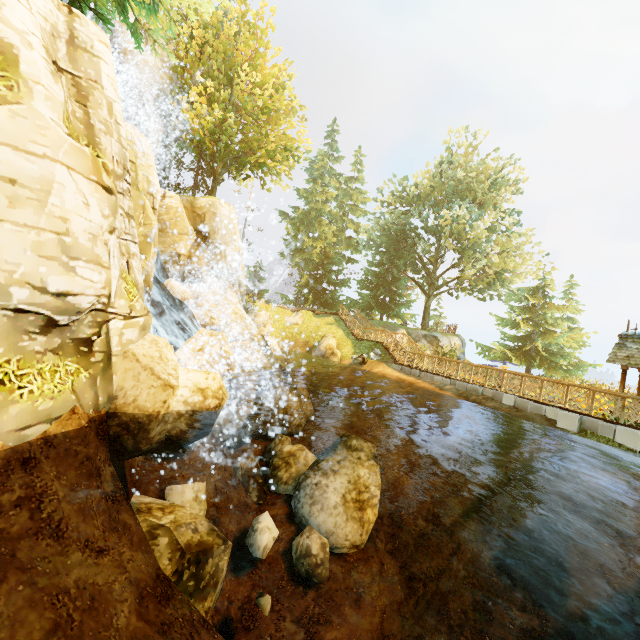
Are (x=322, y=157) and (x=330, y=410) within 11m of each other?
no

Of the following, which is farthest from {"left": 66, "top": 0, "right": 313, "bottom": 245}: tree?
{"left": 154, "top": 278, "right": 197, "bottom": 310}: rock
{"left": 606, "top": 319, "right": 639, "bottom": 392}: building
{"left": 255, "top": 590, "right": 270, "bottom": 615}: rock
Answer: {"left": 255, "top": 590, "right": 270, "bottom": 615}: rock

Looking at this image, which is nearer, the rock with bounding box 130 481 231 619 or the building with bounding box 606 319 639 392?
the rock with bounding box 130 481 231 619

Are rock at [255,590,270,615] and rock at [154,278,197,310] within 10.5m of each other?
no

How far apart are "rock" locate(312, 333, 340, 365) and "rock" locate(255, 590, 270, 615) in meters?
15.5 m

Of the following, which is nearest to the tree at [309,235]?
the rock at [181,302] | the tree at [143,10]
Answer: the tree at [143,10]

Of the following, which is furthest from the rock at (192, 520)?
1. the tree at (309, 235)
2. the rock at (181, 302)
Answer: the tree at (309, 235)

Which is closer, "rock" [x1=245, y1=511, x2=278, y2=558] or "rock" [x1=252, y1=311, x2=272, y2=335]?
"rock" [x1=245, y1=511, x2=278, y2=558]
